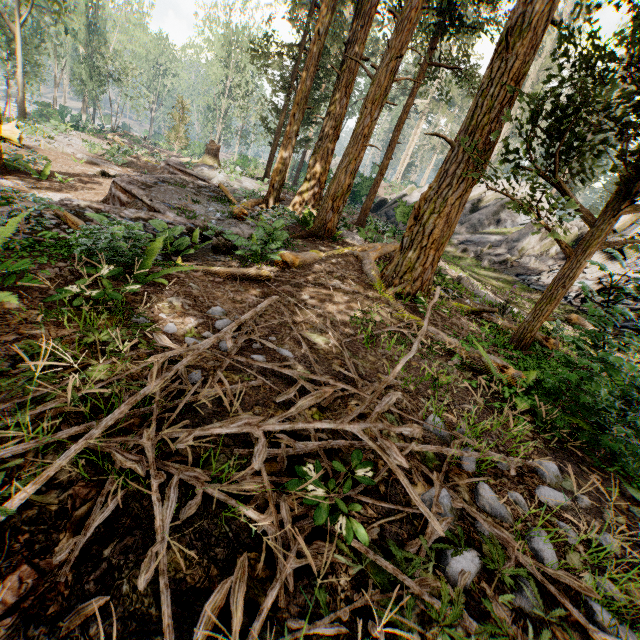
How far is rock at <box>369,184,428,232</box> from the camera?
19.9m

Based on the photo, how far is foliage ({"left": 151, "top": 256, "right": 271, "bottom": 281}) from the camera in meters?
5.5 m

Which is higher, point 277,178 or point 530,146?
point 530,146

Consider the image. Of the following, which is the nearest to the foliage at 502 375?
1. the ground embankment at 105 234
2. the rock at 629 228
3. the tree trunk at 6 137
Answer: the ground embankment at 105 234

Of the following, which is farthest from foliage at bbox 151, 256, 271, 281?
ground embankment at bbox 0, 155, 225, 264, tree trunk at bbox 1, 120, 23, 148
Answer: tree trunk at bbox 1, 120, 23, 148

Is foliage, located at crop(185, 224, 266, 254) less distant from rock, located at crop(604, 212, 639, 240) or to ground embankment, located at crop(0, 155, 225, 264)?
ground embankment, located at crop(0, 155, 225, 264)

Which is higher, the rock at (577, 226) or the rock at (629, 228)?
the rock at (629, 228)
